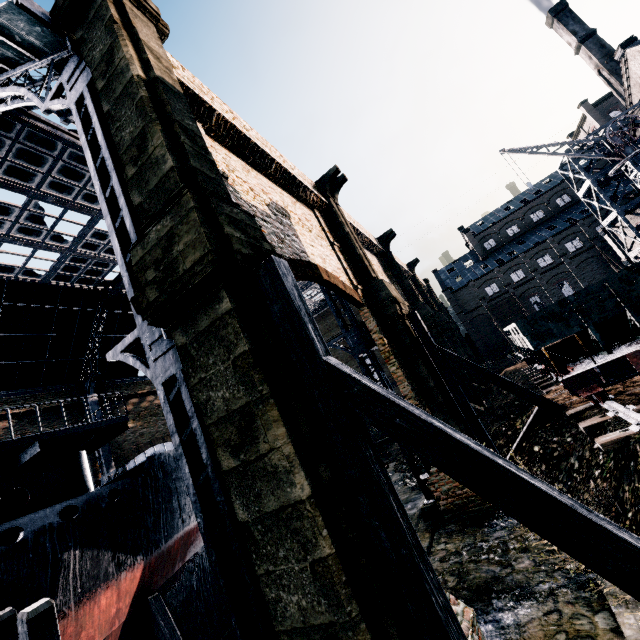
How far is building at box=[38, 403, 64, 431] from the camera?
27.12m

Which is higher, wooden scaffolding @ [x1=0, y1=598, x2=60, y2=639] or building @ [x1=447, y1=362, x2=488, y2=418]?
wooden scaffolding @ [x1=0, y1=598, x2=60, y2=639]

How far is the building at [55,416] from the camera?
27.1 meters

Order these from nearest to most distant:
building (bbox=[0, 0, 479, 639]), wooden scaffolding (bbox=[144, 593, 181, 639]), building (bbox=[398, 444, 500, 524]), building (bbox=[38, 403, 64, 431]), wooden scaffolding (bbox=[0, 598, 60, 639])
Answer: building (bbox=[0, 0, 479, 639]) → wooden scaffolding (bbox=[0, 598, 60, 639]) → wooden scaffolding (bbox=[144, 593, 181, 639]) → building (bbox=[398, 444, 500, 524]) → building (bbox=[38, 403, 64, 431])

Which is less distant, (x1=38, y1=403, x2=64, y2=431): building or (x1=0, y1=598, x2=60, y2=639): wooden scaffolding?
(x1=0, y1=598, x2=60, y2=639): wooden scaffolding

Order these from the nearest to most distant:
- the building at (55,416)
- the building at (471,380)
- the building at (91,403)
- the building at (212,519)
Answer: the building at (212,519) → the building at (471,380) → the building at (55,416) → the building at (91,403)

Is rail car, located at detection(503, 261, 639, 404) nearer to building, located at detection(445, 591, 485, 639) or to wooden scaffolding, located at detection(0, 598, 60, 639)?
wooden scaffolding, located at detection(0, 598, 60, 639)

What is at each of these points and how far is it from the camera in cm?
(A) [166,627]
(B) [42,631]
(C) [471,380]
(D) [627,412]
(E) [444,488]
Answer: (A) wooden scaffolding, 1159
(B) wooden scaffolding, 555
(C) building, 3631
(D) railway, 971
(E) building, 1411
